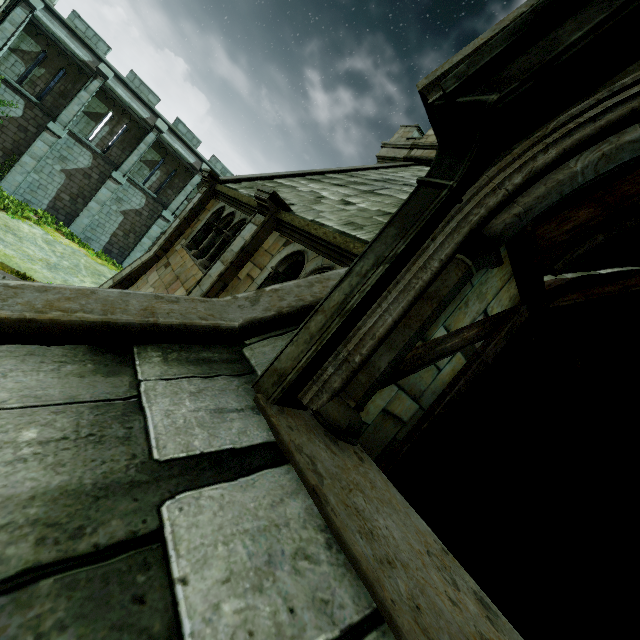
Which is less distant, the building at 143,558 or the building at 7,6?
the building at 143,558

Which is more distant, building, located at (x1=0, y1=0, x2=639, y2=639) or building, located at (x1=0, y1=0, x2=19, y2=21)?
building, located at (x1=0, y1=0, x2=19, y2=21)

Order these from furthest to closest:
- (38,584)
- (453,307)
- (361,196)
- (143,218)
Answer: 1. (143,218)
2. (361,196)
3. (453,307)
4. (38,584)
